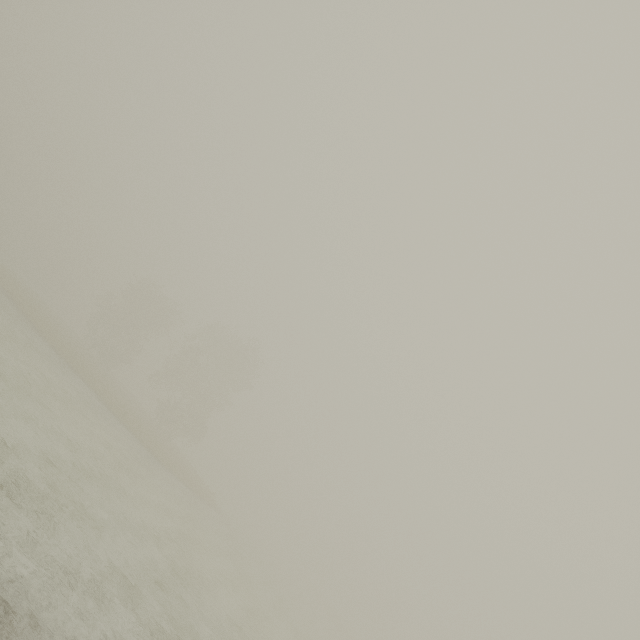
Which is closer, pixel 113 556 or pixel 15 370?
pixel 113 556
